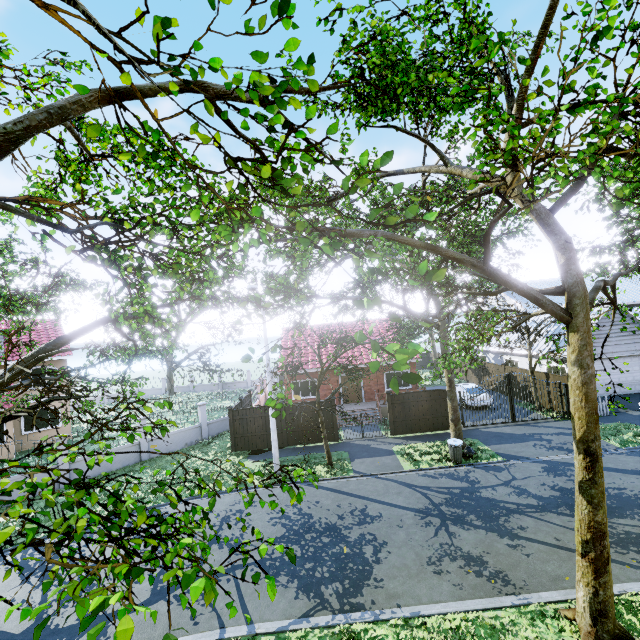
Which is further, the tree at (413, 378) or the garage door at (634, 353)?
the garage door at (634, 353)

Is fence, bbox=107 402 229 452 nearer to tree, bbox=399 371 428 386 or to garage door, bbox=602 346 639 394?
tree, bbox=399 371 428 386

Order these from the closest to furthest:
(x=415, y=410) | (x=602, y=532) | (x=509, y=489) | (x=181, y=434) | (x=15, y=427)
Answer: (x=602, y=532) → (x=509, y=489) → (x=415, y=410) → (x=181, y=434) → (x=15, y=427)

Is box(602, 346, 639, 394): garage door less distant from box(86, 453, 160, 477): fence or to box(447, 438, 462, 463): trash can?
box(86, 453, 160, 477): fence

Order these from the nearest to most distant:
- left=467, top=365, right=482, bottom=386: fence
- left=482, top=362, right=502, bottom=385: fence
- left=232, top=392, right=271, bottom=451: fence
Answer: left=232, top=392, right=271, bottom=451: fence, left=482, top=362, right=502, bottom=385: fence, left=467, top=365, right=482, bottom=386: fence

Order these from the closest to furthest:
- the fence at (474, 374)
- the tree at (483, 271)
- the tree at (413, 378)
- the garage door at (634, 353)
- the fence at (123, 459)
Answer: the tree at (413, 378), the tree at (483, 271), the fence at (123, 459), the garage door at (634, 353), the fence at (474, 374)

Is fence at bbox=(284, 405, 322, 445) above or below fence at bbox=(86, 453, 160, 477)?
above
